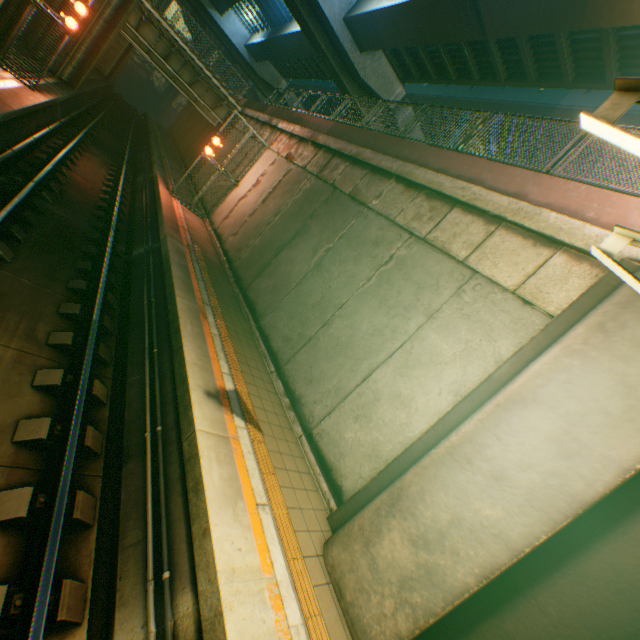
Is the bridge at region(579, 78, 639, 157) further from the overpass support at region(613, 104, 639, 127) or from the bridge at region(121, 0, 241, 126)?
the bridge at region(121, 0, 241, 126)

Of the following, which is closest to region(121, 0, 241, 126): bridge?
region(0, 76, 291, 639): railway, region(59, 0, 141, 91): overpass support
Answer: region(59, 0, 141, 91): overpass support

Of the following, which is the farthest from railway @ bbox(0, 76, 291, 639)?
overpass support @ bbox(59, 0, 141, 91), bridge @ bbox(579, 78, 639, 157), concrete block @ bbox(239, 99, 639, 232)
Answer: concrete block @ bbox(239, 99, 639, 232)

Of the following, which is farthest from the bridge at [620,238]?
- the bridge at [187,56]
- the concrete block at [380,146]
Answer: the bridge at [187,56]

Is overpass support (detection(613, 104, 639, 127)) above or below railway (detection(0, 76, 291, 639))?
above

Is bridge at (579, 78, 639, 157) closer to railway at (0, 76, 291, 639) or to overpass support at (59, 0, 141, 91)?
overpass support at (59, 0, 141, 91)

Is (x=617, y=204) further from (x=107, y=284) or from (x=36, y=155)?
(x=36, y=155)

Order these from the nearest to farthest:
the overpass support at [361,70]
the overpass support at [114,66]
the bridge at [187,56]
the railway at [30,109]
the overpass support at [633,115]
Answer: the railway at [30,109]
the overpass support at [361,70]
the overpass support at [633,115]
the overpass support at [114,66]
the bridge at [187,56]
